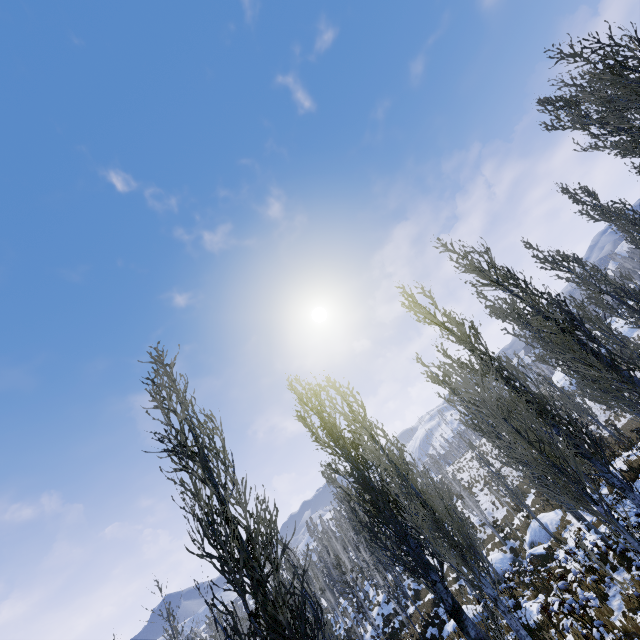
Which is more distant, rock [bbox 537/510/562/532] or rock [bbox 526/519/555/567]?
rock [bbox 537/510/562/532]

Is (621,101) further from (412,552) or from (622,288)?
(412,552)

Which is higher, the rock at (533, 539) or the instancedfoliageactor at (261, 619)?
the instancedfoliageactor at (261, 619)

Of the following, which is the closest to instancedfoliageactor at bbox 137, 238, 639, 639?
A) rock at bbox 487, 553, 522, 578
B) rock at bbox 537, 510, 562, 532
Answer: rock at bbox 537, 510, 562, 532

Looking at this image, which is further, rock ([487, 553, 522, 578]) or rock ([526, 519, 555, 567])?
rock ([487, 553, 522, 578])

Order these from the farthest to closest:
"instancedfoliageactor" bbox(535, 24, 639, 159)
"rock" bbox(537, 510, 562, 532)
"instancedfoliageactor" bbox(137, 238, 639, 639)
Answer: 1. "rock" bbox(537, 510, 562, 532)
2. "instancedfoliageactor" bbox(535, 24, 639, 159)
3. "instancedfoliageactor" bbox(137, 238, 639, 639)

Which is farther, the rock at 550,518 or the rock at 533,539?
the rock at 550,518
